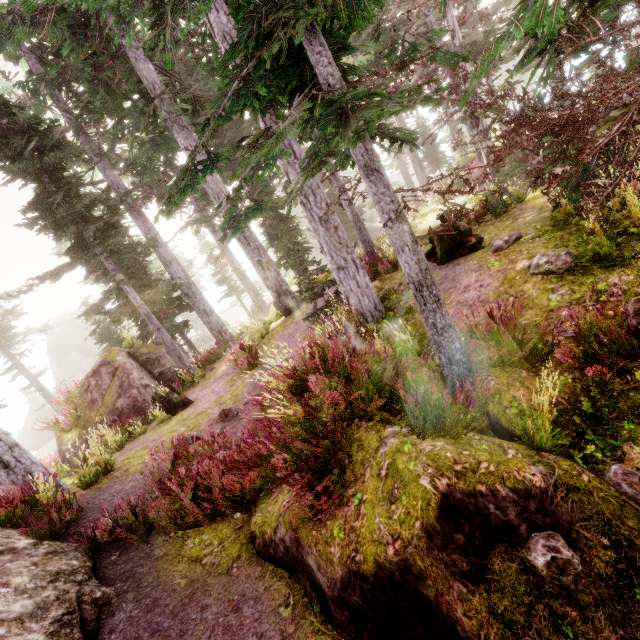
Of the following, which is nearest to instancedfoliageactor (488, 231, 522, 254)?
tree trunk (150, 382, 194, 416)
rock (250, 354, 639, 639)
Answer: rock (250, 354, 639, 639)

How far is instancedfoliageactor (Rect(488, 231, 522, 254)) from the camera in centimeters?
847cm

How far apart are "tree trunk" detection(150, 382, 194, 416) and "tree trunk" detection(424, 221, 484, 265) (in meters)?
9.88

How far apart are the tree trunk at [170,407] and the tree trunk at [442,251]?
9.9m

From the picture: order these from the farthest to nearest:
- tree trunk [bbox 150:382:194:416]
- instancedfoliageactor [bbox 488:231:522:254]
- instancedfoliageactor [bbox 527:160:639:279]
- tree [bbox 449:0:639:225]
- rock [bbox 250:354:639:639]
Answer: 1. tree trunk [bbox 150:382:194:416]
2. instancedfoliageactor [bbox 488:231:522:254]
3. instancedfoliageactor [bbox 527:160:639:279]
4. tree [bbox 449:0:639:225]
5. rock [bbox 250:354:639:639]

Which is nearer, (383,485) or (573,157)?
(383,485)

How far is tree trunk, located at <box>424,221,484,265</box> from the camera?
9.60m

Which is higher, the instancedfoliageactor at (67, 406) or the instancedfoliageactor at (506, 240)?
the instancedfoliageactor at (67, 406)
